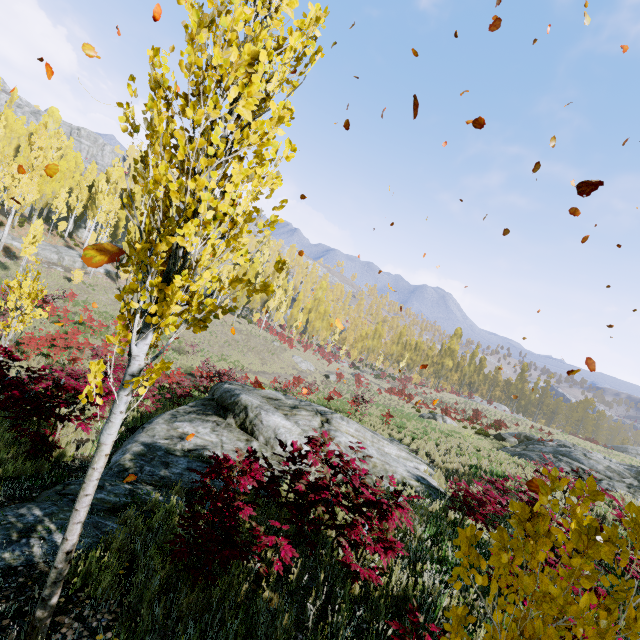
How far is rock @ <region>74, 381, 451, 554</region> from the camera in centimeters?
500cm

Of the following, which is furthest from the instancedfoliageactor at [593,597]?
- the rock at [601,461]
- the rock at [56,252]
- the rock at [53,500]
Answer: the rock at [601,461]

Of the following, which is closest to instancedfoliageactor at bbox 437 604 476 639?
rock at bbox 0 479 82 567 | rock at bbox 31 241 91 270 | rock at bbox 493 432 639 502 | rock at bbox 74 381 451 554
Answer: rock at bbox 31 241 91 270

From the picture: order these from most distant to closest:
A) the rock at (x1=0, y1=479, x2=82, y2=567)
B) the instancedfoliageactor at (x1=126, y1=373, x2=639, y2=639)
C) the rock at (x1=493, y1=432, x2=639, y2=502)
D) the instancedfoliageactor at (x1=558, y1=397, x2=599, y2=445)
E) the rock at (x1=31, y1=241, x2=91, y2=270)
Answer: the instancedfoliageactor at (x1=558, y1=397, x2=599, y2=445) < the rock at (x1=31, y1=241, x2=91, y2=270) < the rock at (x1=493, y1=432, x2=639, y2=502) < the rock at (x1=0, y1=479, x2=82, y2=567) < the instancedfoliageactor at (x1=126, y1=373, x2=639, y2=639)

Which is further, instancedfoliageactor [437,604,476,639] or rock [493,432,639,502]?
rock [493,432,639,502]

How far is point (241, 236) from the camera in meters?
2.8

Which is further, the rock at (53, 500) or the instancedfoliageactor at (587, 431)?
the instancedfoliageactor at (587, 431)

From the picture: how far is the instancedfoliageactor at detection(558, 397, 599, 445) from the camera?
42.8m
